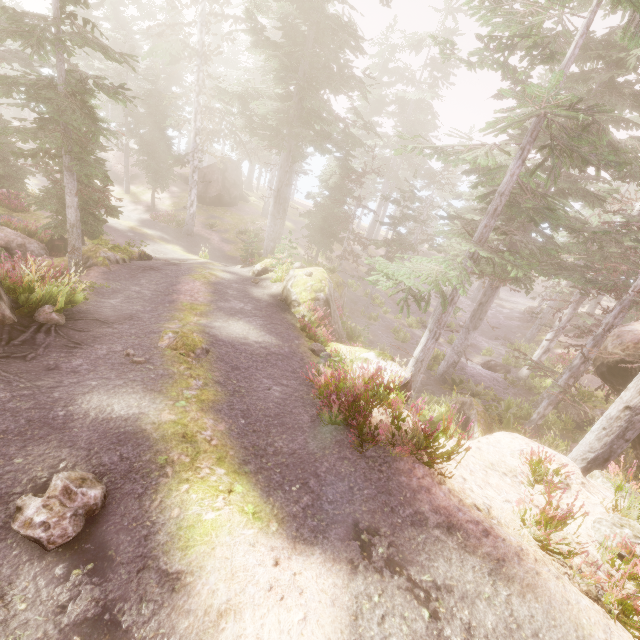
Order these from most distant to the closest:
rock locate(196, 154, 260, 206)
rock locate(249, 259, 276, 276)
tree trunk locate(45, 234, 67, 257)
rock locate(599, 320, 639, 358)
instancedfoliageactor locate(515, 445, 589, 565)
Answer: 1. rock locate(196, 154, 260, 206)
2. rock locate(249, 259, 276, 276)
3. tree trunk locate(45, 234, 67, 257)
4. rock locate(599, 320, 639, 358)
5. instancedfoliageactor locate(515, 445, 589, 565)

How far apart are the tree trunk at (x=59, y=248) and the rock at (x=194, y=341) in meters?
13.6 m

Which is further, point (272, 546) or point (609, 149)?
point (609, 149)

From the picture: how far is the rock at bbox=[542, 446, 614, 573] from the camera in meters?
5.1

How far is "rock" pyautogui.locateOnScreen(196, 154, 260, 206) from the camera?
33.1 meters

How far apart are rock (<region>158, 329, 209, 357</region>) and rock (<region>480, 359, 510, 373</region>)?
22.8 meters

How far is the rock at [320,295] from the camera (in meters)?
14.37
